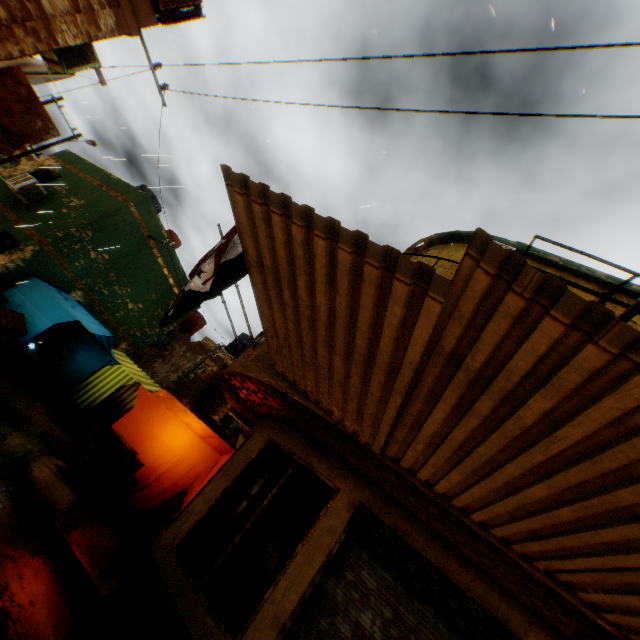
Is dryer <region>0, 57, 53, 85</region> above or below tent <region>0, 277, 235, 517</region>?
above

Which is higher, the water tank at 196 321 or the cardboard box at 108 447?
the water tank at 196 321

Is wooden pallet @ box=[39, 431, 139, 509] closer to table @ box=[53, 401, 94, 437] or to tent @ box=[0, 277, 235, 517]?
tent @ box=[0, 277, 235, 517]

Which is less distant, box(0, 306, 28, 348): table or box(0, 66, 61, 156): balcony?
box(0, 66, 61, 156): balcony

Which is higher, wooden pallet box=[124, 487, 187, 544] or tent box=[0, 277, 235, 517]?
tent box=[0, 277, 235, 517]

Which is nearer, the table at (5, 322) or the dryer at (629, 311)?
the dryer at (629, 311)

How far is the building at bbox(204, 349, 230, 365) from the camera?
20.30m

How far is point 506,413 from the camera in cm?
241
